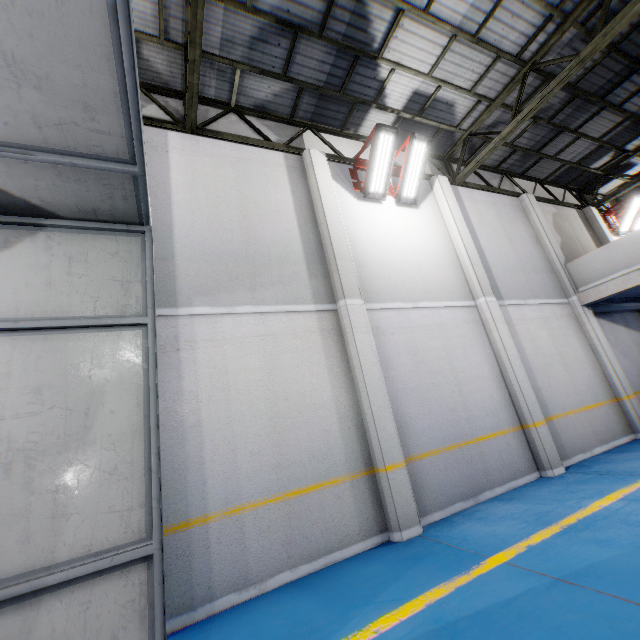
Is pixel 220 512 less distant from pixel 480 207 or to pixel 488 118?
pixel 480 207

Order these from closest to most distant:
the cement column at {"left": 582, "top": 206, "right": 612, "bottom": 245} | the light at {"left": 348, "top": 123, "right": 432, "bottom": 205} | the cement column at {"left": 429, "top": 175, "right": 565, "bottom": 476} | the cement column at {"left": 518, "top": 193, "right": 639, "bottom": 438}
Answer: the cement column at {"left": 429, "top": 175, "right": 565, "bottom": 476} → the light at {"left": 348, "top": 123, "right": 432, "bottom": 205} → the cement column at {"left": 518, "top": 193, "right": 639, "bottom": 438} → the cement column at {"left": 582, "top": 206, "right": 612, "bottom": 245}

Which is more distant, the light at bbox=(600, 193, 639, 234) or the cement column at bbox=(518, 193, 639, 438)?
the light at bbox=(600, 193, 639, 234)

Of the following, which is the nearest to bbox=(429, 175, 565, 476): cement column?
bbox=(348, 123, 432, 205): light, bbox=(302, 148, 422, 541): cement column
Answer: bbox=(348, 123, 432, 205): light

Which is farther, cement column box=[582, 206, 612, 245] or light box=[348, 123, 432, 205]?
cement column box=[582, 206, 612, 245]

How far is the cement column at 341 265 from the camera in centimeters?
517cm

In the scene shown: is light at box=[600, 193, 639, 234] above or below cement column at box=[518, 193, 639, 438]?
above

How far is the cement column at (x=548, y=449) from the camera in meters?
6.9
